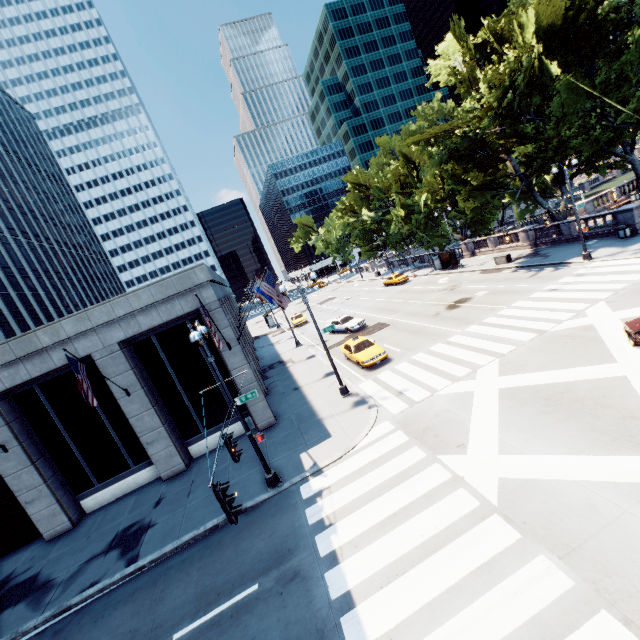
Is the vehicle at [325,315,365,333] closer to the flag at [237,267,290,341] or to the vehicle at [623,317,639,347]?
the flag at [237,267,290,341]

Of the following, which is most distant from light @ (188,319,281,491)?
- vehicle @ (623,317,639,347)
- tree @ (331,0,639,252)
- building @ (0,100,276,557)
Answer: tree @ (331,0,639,252)

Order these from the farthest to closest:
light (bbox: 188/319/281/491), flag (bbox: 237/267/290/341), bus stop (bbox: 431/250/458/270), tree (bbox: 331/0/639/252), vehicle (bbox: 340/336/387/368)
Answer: bus stop (bbox: 431/250/458/270)
tree (bbox: 331/0/639/252)
vehicle (bbox: 340/336/387/368)
flag (bbox: 237/267/290/341)
light (bbox: 188/319/281/491)

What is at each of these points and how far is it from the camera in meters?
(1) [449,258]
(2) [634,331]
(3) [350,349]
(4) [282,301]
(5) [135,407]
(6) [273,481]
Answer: (1) bus stop, 40.9 m
(2) vehicle, 12.0 m
(3) vehicle, 22.6 m
(4) flag, 18.3 m
(5) building, 16.6 m
(6) light, 13.1 m

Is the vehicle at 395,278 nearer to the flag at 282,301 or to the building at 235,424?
the building at 235,424

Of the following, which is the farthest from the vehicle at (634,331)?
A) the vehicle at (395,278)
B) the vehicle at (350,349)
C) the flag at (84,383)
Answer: the vehicle at (395,278)

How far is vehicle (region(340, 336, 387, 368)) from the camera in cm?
2064

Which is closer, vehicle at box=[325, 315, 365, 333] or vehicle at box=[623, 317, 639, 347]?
vehicle at box=[623, 317, 639, 347]
